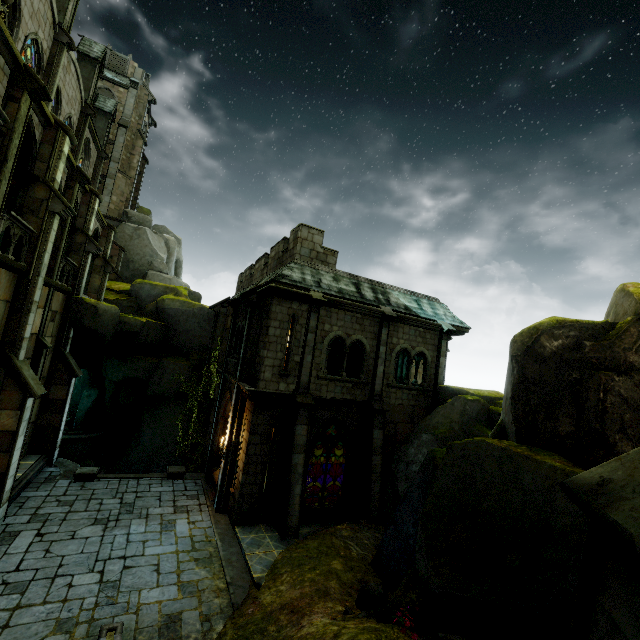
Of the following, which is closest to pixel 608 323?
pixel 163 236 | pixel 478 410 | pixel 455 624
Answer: pixel 478 410

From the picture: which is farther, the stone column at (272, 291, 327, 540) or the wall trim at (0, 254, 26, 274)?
the stone column at (272, 291, 327, 540)

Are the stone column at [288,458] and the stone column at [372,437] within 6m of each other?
yes

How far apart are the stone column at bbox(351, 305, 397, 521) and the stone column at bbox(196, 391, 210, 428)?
11.2m

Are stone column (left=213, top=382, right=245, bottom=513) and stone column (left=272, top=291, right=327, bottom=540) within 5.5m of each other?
yes

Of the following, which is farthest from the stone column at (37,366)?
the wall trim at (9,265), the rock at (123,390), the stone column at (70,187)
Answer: the wall trim at (9,265)

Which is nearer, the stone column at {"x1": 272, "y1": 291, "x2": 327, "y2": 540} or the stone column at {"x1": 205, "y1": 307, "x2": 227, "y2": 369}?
the stone column at {"x1": 272, "y1": 291, "x2": 327, "y2": 540}

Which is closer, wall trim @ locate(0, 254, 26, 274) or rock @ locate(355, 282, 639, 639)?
rock @ locate(355, 282, 639, 639)
